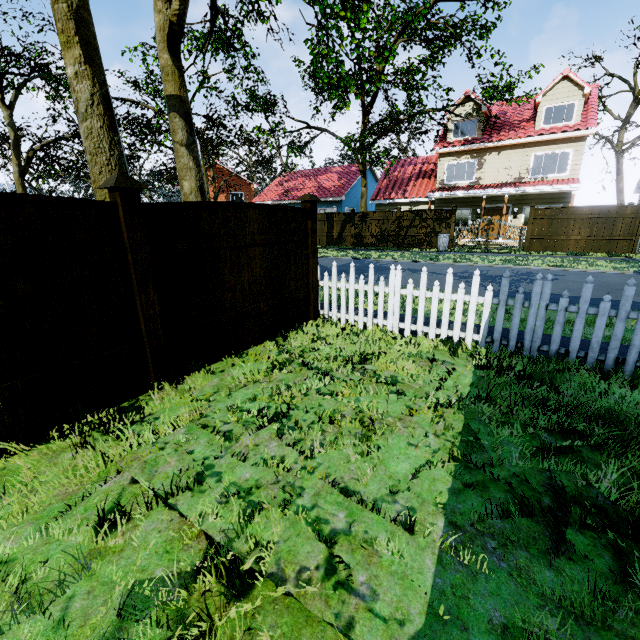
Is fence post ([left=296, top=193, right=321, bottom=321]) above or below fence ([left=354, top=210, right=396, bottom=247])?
above

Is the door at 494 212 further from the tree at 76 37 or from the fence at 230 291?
the tree at 76 37

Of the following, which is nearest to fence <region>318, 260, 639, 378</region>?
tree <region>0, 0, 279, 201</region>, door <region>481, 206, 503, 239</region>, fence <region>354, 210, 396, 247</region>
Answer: tree <region>0, 0, 279, 201</region>

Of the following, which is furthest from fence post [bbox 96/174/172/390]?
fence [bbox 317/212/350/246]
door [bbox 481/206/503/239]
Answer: door [bbox 481/206/503/239]

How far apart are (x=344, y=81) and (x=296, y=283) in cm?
1245

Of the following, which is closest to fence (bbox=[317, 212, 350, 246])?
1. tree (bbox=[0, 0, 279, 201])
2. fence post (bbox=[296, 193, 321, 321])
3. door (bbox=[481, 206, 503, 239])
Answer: tree (bbox=[0, 0, 279, 201])

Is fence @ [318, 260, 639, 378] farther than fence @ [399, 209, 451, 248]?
No

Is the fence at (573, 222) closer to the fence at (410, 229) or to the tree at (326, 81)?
the tree at (326, 81)
